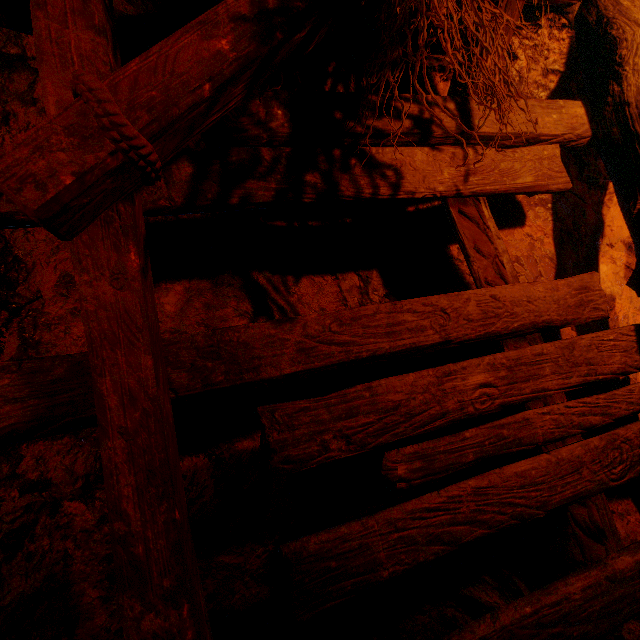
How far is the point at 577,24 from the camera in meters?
1.8 m
